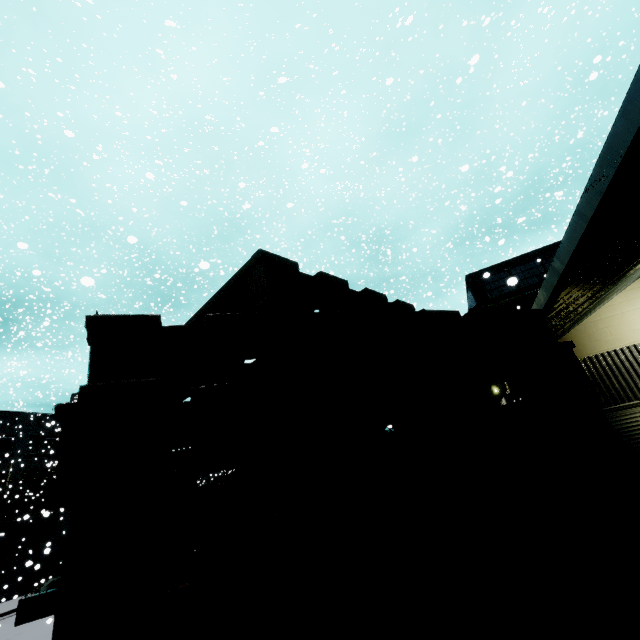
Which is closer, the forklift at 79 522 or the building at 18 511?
the forklift at 79 522

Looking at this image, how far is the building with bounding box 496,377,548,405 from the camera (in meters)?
9.92

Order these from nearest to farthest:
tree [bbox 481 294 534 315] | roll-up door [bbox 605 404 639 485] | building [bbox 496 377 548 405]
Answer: roll-up door [bbox 605 404 639 485] → building [bbox 496 377 548 405] → tree [bbox 481 294 534 315]

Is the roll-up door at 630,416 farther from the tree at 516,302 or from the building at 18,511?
the tree at 516,302

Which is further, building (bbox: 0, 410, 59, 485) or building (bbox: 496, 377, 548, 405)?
building (bbox: 0, 410, 59, 485)

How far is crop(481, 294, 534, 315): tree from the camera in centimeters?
1088cm

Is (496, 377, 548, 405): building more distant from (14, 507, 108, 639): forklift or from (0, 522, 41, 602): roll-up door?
(14, 507, 108, 639): forklift

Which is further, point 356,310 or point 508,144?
point 508,144
